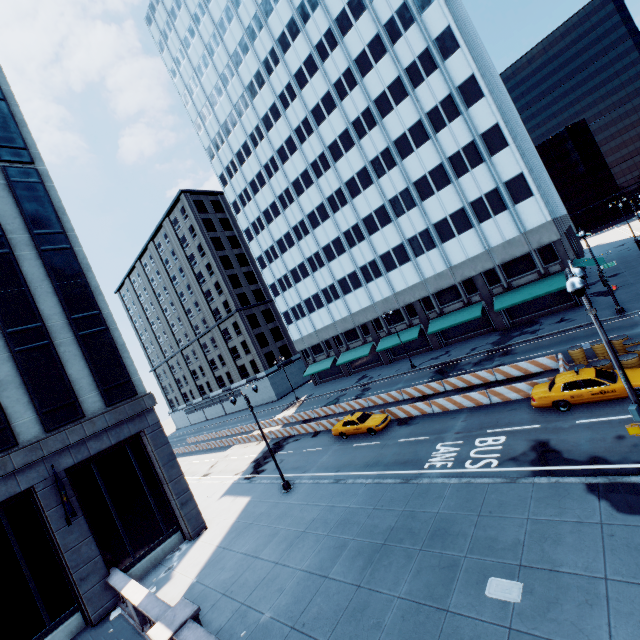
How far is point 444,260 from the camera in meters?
38.2 m

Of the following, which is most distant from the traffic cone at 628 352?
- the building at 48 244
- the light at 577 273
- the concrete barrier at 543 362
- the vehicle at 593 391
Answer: the building at 48 244

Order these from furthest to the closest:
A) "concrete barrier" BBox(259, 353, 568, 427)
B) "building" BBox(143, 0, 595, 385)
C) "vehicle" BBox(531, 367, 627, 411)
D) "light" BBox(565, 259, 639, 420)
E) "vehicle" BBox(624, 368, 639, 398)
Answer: "building" BBox(143, 0, 595, 385) < "concrete barrier" BBox(259, 353, 568, 427) < "vehicle" BBox(531, 367, 627, 411) < "vehicle" BBox(624, 368, 639, 398) < "light" BBox(565, 259, 639, 420)

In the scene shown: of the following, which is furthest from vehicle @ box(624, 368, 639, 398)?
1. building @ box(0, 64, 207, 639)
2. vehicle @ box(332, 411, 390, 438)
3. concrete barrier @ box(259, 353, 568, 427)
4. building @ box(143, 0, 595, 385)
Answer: building @ box(0, 64, 207, 639)

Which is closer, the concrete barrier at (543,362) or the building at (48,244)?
the building at (48,244)

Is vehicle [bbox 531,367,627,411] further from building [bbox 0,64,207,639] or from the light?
building [bbox 0,64,207,639]

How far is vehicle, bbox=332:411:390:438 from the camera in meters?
24.0 m

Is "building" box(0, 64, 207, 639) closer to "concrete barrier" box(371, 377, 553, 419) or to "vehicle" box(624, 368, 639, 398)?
"concrete barrier" box(371, 377, 553, 419)
